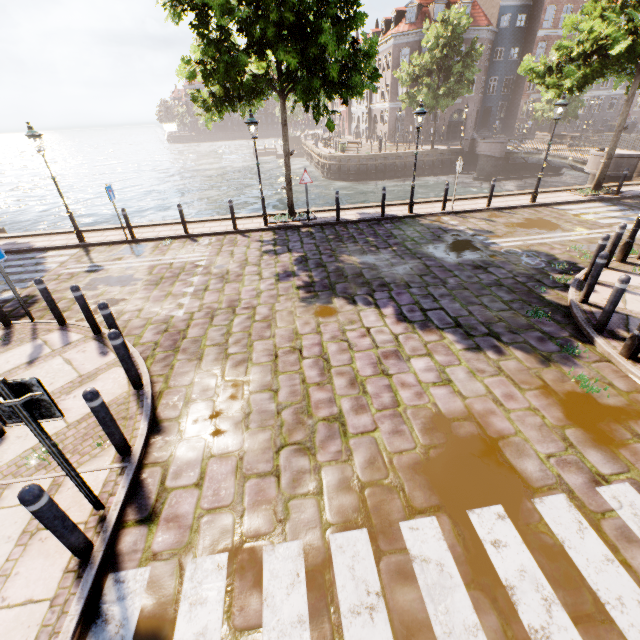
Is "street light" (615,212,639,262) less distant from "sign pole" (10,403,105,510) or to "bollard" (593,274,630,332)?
"bollard" (593,274,630,332)

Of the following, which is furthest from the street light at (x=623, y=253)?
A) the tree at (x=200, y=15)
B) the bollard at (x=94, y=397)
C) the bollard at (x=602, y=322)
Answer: the bollard at (x=94, y=397)

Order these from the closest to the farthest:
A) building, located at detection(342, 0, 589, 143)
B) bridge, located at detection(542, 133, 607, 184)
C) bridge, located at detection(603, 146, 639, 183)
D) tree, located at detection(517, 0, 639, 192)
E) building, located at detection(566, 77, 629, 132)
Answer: tree, located at detection(517, 0, 639, 192)
bridge, located at detection(603, 146, 639, 183)
bridge, located at detection(542, 133, 607, 184)
building, located at detection(342, 0, 589, 143)
building, located at detection(566, 77, 629, 132)

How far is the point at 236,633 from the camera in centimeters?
279cm

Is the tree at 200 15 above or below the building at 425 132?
above

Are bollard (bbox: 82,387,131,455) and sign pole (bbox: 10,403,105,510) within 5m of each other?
yes

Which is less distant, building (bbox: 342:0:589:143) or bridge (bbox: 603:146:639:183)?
bridge (bbox: 603:146:639:183)

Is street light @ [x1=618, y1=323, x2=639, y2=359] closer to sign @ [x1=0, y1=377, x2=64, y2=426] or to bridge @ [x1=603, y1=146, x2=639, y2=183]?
sign @ [x1=0, y1=377, x2=64, y2=426]
